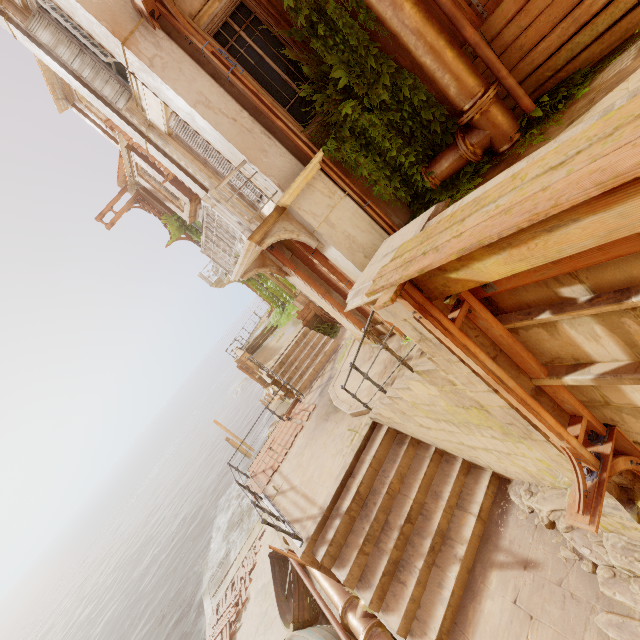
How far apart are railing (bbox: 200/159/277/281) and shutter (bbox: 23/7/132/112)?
3.50m

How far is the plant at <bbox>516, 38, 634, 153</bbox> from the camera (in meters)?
4.45

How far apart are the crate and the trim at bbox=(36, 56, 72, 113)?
15.1 meters

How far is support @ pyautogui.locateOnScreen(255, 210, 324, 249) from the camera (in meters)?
6.55

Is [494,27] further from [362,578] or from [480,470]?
[362,578]

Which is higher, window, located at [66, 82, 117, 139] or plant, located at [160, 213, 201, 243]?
window, located at [66, 82, 117, 139]

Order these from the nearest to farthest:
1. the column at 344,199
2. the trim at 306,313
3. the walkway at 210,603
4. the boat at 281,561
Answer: the column at 344,199
the boat at 281,561
the trim at 306,313
the walkway at 210,603

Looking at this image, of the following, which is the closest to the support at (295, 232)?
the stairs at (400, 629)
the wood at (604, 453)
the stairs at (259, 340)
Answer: the stairs at (400, 629)
